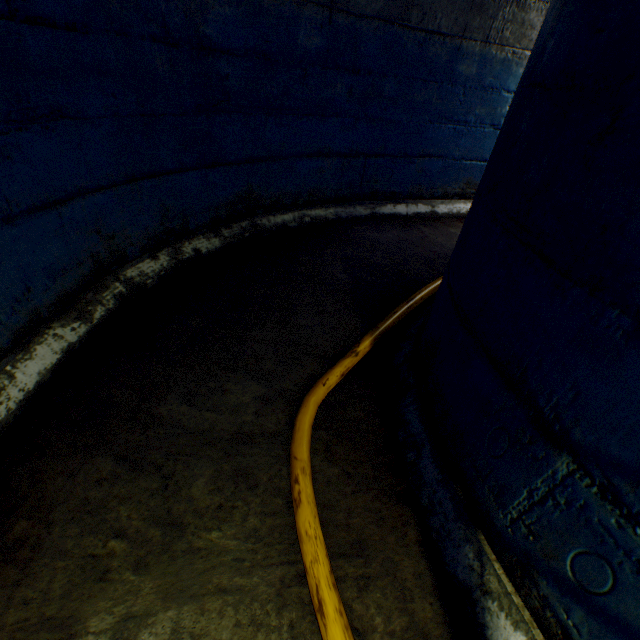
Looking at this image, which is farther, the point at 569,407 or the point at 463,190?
the point at 463,190
